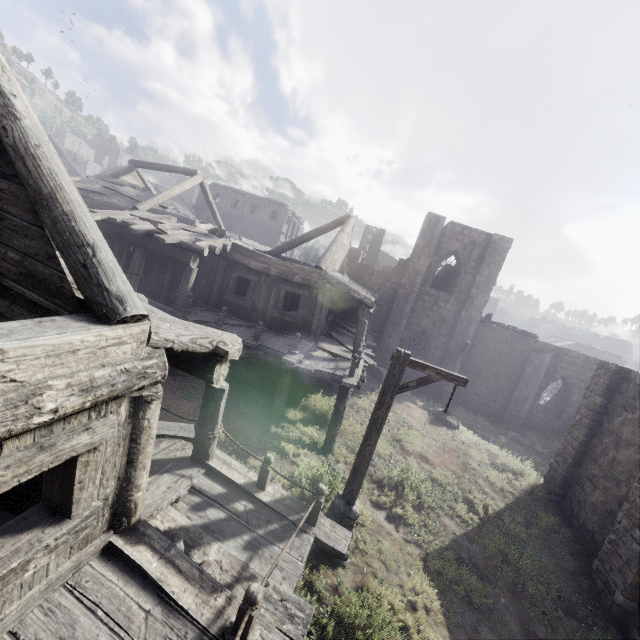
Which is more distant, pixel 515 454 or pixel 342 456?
pixel 515 454
